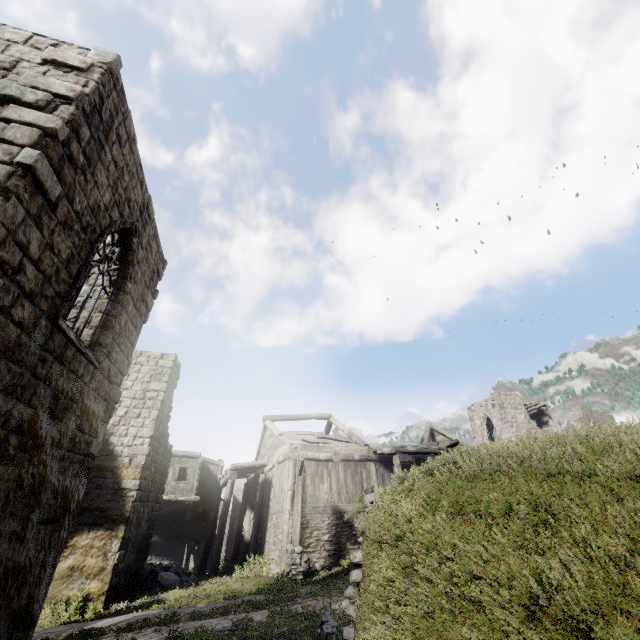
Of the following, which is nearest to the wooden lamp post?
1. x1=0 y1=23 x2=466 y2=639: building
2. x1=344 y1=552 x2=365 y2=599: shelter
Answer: x1=344 y1=552 x2=365 y2=599: shelter

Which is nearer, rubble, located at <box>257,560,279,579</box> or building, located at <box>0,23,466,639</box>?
building, located at <box>0,23,466,639</box>

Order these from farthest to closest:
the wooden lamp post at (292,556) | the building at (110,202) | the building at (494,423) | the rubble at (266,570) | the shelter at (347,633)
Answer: the building at (494,423), the rubble at (266,570), the wooden lamp post at (292,556), the shelter at (347,633), the building at (110,202)

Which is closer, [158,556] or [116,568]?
[116,568]

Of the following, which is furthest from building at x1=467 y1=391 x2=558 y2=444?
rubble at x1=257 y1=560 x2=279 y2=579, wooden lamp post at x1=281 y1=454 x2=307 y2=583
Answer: wooden lamp post at x1=281 y1=454 x2=307 y2=583

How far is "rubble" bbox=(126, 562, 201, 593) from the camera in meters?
13.9 m

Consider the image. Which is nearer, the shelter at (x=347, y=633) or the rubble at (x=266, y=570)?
the shelter at (x=347, y=633)

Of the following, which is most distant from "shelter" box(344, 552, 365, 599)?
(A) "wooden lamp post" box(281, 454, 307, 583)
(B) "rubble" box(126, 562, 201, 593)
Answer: (B) "rubble" box(126, 562, 201, 593)
